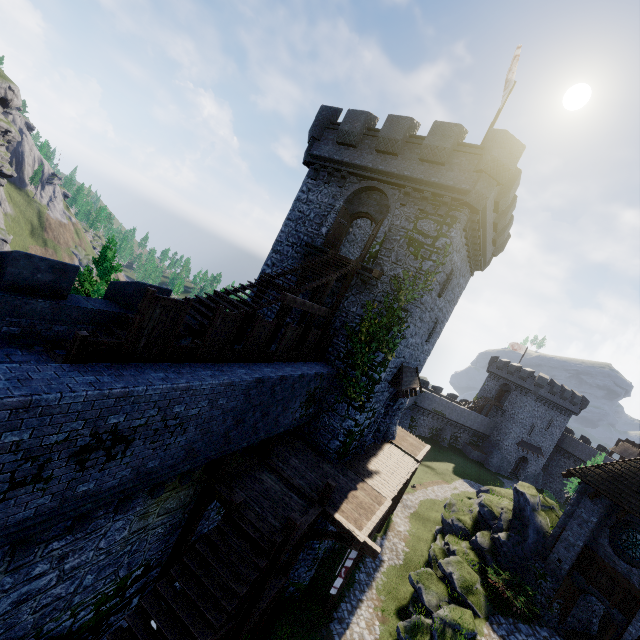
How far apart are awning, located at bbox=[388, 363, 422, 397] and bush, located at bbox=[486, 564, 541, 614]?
9.73m

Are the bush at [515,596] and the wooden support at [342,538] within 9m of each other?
no

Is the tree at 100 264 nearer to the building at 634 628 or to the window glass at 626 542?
the building at 634 628

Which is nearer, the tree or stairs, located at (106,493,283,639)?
stairs, located at (106,493,283,639)

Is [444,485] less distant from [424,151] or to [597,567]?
[597,567]

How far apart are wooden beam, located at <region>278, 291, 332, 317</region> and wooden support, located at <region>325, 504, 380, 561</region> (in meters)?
7.46

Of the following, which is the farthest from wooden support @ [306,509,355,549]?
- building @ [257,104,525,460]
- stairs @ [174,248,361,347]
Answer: stairs @ [174,248,361,347]

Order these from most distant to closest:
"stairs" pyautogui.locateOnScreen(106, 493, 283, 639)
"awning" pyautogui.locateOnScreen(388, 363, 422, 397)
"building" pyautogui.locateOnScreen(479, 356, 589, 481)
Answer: "building" pyautogui.locateOnScreen(479, 356, 589, 481)
"awning" pyautogui.locateOnScreen(388, 363, 422, 397)
"stairs" pyautogui.locateOnScreen(106, 493, 283, 639)
